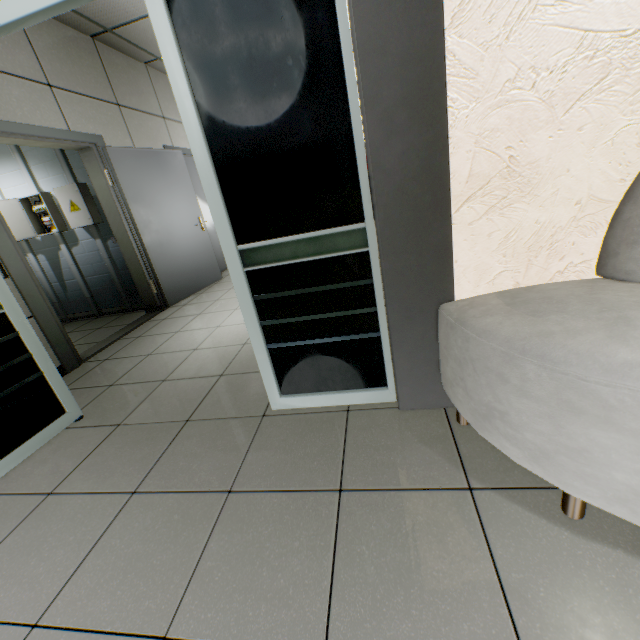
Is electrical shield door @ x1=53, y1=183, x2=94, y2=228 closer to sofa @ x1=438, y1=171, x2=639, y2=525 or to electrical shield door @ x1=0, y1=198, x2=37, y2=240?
electrical shield door @ x1=0, y1=198, x2=37, y2=240

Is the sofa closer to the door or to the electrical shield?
the door

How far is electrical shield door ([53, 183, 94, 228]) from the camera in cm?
402

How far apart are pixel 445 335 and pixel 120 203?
4.23m

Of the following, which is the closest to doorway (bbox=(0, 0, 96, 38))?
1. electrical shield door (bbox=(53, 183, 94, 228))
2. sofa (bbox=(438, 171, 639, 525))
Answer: sofa (bbox=(438, 171, 639, 525))

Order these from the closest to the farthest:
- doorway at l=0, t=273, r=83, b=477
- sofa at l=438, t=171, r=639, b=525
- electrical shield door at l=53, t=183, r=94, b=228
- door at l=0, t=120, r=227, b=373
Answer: sofa at l=438, t=171, r=639, b=525
doorway at l=0, t=273, r=83, b=477
door at l=0, t=120, r=227, b=373
electrical shield door at l=53, t=183, r=94, b=228

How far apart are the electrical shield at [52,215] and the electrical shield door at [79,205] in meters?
0.2 m

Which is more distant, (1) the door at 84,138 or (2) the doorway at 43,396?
(1) the door at 84,138
